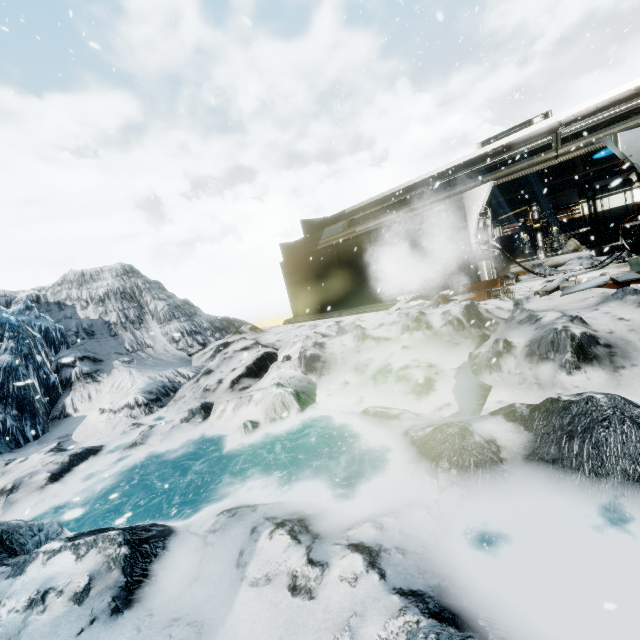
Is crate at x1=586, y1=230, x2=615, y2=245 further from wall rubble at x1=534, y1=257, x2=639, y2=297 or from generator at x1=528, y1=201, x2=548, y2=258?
wall rubble at x1=534, y1=257, x2=639, y2=297

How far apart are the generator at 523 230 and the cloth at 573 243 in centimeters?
36cm

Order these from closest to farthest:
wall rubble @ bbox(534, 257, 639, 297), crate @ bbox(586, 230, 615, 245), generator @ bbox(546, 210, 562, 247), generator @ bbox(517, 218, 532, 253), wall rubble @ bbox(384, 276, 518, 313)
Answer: wall rubble @ bbox(534, 257, 639, 297), wall rubble @ bbox(384, 276, 518, 313), crate @ bbox(586, 230, 615, 245), generator @ bbox(546, 210, 562, 247), generator @ bbox(517, 218, 532, 253)

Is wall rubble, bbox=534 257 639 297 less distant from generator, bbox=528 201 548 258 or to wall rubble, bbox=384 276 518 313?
wall rubble, bbox=384 276 518 313

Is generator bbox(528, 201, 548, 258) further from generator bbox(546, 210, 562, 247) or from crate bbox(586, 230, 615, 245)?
crate bbox(586, 230, 615, 245)

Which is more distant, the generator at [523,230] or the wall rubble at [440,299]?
the generator at [523,230]

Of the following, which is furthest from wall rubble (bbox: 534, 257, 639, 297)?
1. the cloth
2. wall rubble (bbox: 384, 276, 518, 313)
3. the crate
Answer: the crate

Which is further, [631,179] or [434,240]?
[434,240]
